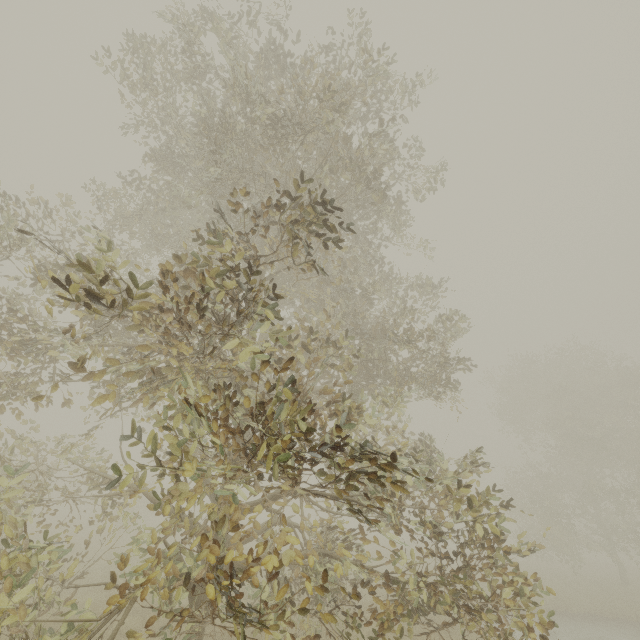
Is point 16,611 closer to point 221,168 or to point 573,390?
point 221,168
